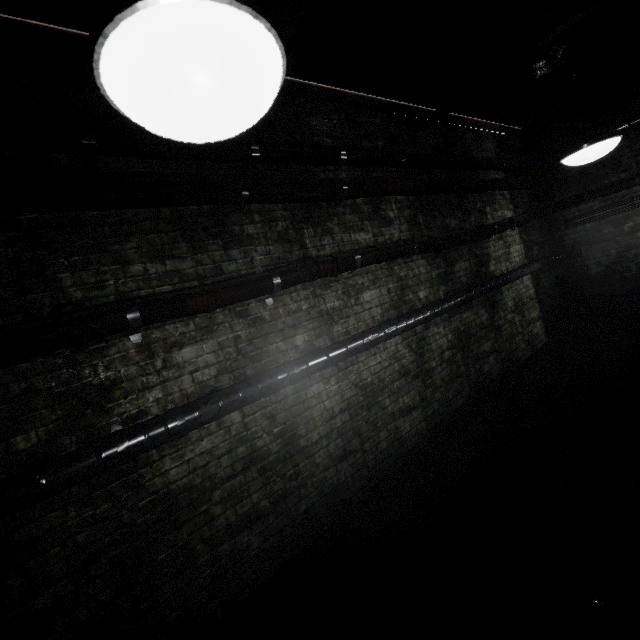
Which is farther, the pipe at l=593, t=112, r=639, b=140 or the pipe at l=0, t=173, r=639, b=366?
the pipe at l=593, t=112, r=639, b=140

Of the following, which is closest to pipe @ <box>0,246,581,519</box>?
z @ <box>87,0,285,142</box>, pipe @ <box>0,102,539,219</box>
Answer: pipe @ <box>0,102,539,219</box>

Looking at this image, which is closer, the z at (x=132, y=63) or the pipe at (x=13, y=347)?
the z at (x=132, y=63)

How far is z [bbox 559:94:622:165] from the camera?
2.01m

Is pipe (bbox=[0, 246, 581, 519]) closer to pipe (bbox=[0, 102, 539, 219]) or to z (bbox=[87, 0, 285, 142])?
pipe (bbox=[0, 102, 539, 219])

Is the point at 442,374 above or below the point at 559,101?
below

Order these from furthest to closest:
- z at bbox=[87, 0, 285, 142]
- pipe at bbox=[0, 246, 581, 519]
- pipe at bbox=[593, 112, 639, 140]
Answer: pipe at bbox=[593, 112, 639, 140] < pipe at bbox=[0, 246, 581, 519] < z at bbox=[87, 0, 285, 142]
